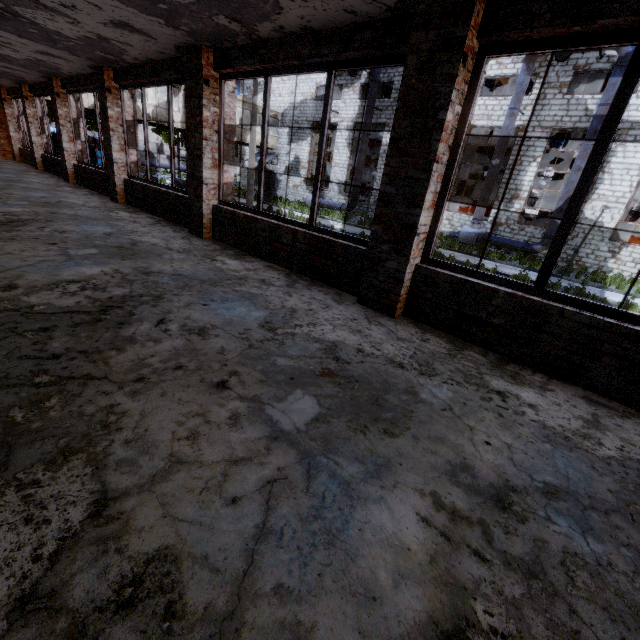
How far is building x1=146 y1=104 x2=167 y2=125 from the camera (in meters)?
22.12

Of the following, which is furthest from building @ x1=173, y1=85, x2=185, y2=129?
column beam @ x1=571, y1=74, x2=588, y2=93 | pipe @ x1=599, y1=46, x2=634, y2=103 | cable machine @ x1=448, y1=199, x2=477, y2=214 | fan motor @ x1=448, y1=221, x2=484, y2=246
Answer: column beam @ x1=571, y1=74, x2=588, y2=93

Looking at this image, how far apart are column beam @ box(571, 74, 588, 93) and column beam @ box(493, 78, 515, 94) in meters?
4.0

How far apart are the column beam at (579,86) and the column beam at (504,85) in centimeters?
400cm

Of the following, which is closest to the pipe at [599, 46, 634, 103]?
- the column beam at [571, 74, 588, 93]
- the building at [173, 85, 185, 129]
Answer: the column beam at [571, 74, 588, 93]

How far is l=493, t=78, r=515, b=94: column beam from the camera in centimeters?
2257cm

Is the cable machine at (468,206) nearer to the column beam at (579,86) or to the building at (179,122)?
the column beam at (579,86)

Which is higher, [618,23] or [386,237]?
[618,23]
